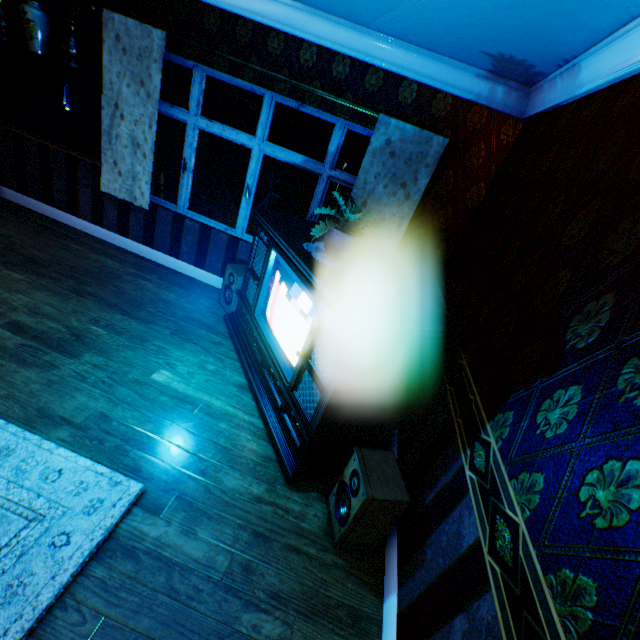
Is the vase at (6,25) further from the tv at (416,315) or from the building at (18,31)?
the tv at (416,315)

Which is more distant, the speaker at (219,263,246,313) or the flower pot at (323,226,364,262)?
the speaker at (219,263,246,313)

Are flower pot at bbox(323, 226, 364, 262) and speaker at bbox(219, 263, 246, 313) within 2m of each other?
yes

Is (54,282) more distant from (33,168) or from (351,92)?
(351,92)

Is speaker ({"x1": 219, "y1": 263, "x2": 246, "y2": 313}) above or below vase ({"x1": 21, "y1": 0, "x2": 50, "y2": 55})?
below

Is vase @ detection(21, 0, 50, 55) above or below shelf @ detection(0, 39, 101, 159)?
above

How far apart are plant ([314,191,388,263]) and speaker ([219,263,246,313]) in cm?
168

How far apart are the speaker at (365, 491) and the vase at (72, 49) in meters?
5.0 m
